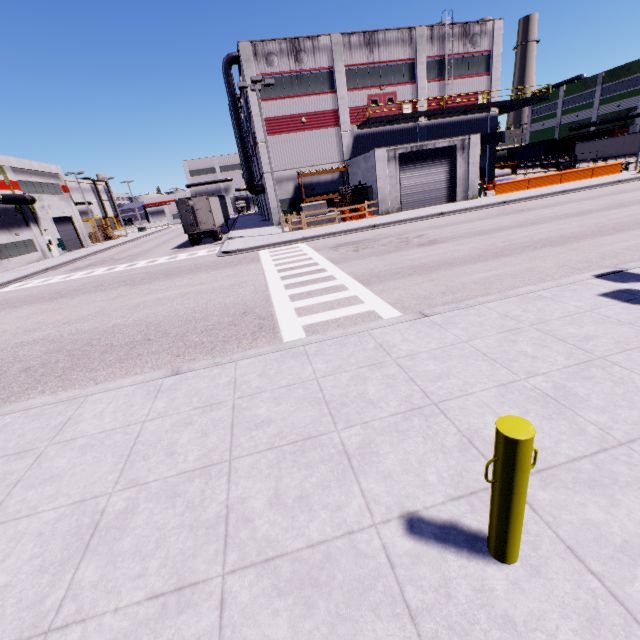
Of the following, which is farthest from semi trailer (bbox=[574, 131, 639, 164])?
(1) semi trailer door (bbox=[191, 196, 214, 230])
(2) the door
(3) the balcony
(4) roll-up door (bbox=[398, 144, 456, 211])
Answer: (2) the door

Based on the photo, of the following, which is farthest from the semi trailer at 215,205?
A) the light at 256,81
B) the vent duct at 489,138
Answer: the light at 256,81

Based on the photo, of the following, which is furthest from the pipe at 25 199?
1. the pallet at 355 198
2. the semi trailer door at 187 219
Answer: the pallet at 355 198

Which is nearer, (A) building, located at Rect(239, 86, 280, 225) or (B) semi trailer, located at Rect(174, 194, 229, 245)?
(B) semi trailer, located at Rect(174, 194, 229, 245)

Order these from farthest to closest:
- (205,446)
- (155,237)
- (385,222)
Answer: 1. (155,237)
2. (385,222)
3. (205,446)

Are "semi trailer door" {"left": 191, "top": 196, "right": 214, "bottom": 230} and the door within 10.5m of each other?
no

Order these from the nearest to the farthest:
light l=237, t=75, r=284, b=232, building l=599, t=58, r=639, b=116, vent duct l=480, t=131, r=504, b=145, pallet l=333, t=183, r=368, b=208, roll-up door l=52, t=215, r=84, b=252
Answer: light l=237, t=75, r=284, b=232 → pallet l=333, t=183, r=368, b=208 → vent duct l=480, t=131, r=504, b=145 → roll-up door l=52, t=215, r=84, b=252 → building l=599, t=58, r=639, b=116

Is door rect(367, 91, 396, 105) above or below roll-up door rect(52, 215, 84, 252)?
above
